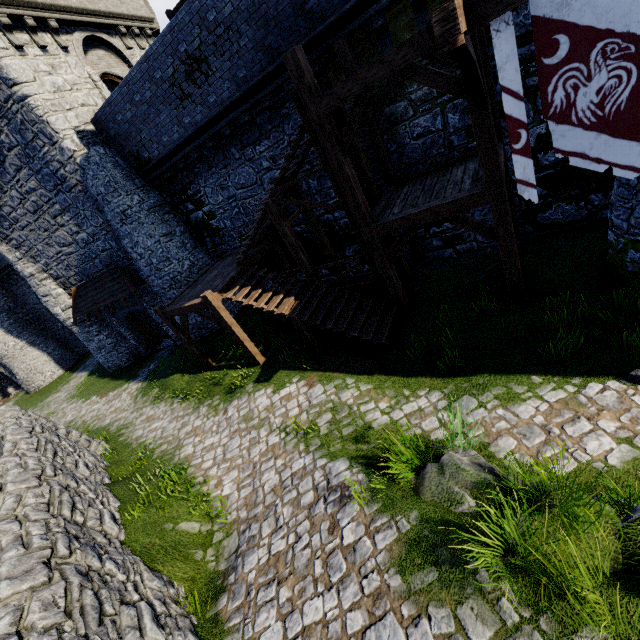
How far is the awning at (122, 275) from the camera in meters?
15.8 m

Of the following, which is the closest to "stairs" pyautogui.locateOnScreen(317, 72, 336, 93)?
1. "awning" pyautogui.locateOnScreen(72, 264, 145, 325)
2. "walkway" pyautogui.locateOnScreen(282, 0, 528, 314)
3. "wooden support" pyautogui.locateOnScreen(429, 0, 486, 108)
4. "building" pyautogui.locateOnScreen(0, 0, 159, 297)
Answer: "walkway" pyautogui.locateOnScreen(282, 0, 528, 314)

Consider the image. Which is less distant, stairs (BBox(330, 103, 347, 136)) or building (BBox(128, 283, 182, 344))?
stairs (BBox(330, 103, 347, 136))

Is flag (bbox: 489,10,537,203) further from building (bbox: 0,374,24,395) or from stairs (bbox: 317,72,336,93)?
building (bbox: 0,374,24,395)

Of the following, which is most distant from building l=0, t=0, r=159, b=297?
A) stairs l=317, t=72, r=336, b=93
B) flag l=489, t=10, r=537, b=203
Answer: flag l=489, t=10, r=537, b=203

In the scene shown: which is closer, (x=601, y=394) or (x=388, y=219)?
(x=601, y=394)

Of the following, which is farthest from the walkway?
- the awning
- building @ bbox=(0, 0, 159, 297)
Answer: the awning

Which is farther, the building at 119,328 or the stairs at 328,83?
the building at 119,328
